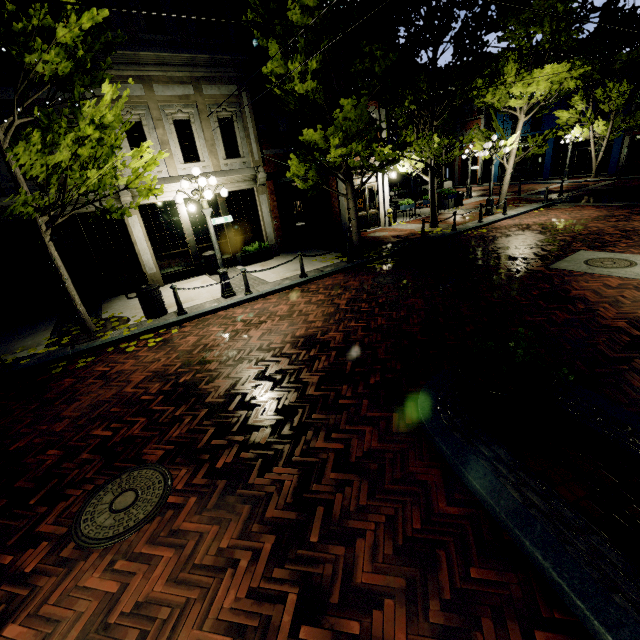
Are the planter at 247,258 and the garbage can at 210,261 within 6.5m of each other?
yes

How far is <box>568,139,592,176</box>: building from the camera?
28.31m

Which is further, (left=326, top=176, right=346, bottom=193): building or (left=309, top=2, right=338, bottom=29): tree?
(left=326, top=176, right=346, bottom=193): building

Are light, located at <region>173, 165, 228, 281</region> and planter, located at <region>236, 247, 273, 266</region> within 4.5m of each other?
yes

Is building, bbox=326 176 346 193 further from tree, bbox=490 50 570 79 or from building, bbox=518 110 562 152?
building, bbox=518 110 562 152

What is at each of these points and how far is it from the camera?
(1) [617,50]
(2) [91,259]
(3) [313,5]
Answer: (1) tree, 21.34m
(2) building, 11.23m
(3) tree, 7.77m

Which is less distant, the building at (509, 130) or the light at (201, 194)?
the light at (201, 194)
